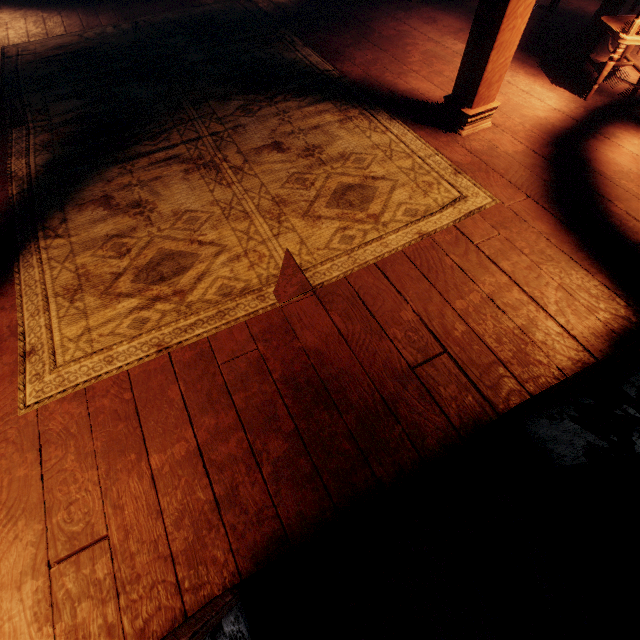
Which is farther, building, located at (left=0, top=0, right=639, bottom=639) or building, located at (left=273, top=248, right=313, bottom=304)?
building, located at (left=273, top=248, right=313, bottom=304)

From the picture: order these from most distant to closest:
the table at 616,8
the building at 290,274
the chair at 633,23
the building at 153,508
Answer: the table at 616,8 → the chair at 633,23 → the building at 290,274 → the building at 153,508

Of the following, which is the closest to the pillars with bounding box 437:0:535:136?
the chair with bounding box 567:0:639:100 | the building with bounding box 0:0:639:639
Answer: the building with bounding box 0:0:639:639

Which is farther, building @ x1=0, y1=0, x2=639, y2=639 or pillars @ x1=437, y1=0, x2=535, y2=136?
pillars @ x1=437, y1=0, x2=535, y2=136

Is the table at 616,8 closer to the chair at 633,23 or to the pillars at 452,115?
the chair at 633,23

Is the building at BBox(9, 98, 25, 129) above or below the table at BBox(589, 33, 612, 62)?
below

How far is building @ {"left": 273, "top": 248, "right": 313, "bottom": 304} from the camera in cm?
213

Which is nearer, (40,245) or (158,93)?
(40,245)
